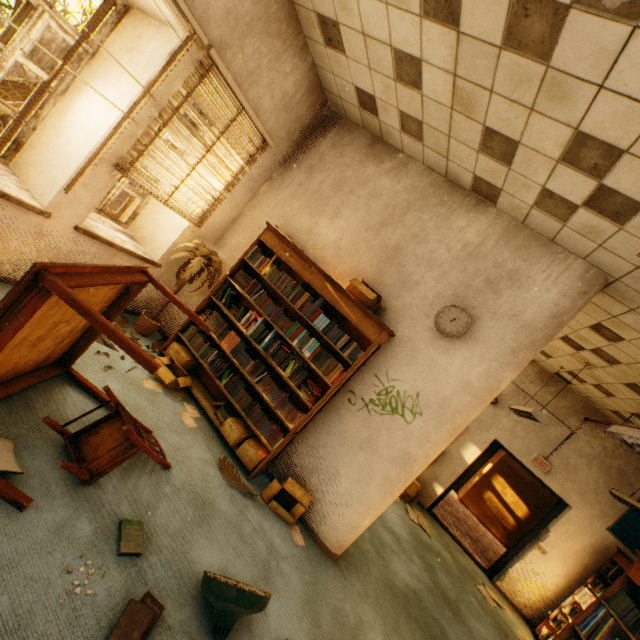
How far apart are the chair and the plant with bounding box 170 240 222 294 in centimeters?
154cm

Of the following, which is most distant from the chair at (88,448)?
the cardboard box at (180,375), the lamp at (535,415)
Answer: the lamp at (535,415)

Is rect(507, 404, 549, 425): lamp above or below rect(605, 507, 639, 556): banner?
above

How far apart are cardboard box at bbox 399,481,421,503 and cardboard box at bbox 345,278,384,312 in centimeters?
451cm

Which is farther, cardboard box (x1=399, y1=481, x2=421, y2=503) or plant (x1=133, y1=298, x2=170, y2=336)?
cardboard box (x1=399, y1=481, x2=421, y2=503)

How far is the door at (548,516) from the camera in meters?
6.4

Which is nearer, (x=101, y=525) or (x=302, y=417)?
(x=101, y=525)

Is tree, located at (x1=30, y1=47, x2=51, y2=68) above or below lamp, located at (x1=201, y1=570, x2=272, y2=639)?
below
